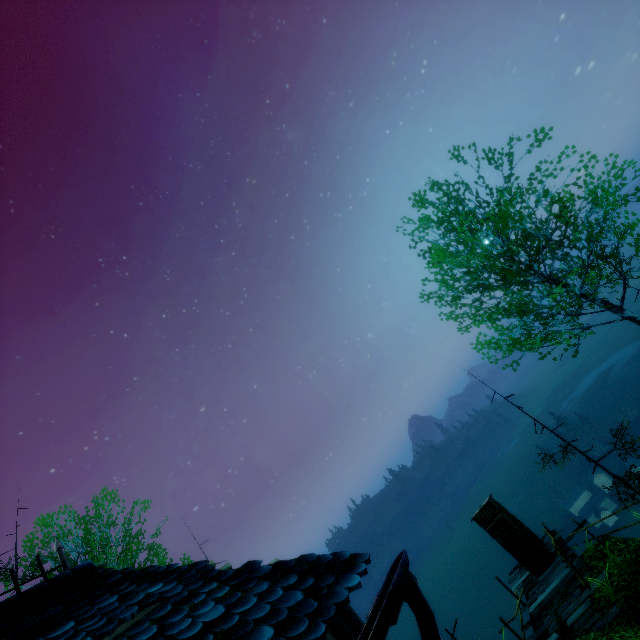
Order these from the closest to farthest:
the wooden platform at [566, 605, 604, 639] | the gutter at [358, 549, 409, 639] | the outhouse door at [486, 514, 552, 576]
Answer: the gutter at [358, 549, 409, 639] → the wooden platform at [566, 605, 604, 639] → the outhouse door at [486, 514, 552, 576]

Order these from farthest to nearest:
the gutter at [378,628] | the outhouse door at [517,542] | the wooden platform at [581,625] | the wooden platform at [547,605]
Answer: the outhouse door at [517,542] → the wooden platform at [547,605] → the wooden platform at [581,625] → the gutter at [378,628]

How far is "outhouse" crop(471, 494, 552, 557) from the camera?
12.8m

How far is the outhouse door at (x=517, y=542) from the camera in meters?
12.3

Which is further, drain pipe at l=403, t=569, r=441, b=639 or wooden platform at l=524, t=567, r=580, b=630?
wooden platform at l=524, t=567, r=580, b=630

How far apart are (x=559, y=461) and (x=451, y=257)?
9.1 meters

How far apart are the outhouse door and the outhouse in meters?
0.0

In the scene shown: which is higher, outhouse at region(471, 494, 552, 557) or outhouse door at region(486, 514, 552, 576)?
outhouse at region(471, 494, 552, 557)
